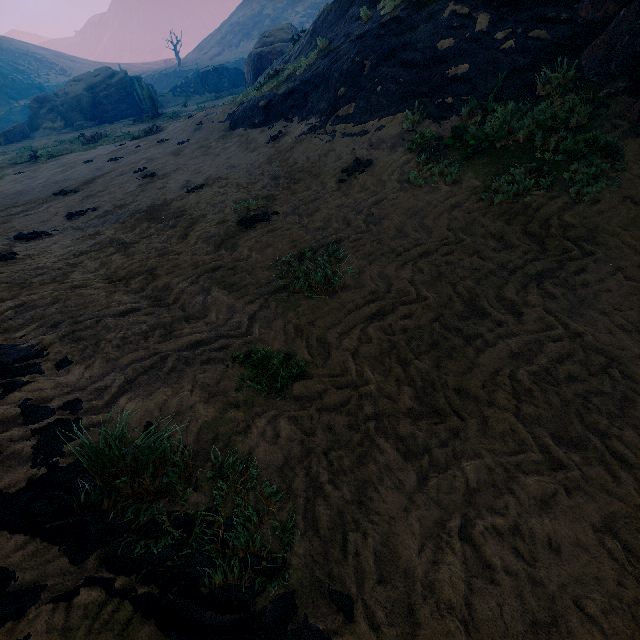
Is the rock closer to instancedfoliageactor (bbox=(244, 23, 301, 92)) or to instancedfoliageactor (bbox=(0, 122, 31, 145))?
instancedfoliageactor (bbox=(244, 23, 301, 92))

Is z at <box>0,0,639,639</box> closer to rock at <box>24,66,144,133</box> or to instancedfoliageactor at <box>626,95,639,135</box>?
instancedfoliageactor at <box>626,95,639,135</box>

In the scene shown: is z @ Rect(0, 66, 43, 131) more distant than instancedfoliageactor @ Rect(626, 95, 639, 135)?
Yes

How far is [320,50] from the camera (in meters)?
13.85

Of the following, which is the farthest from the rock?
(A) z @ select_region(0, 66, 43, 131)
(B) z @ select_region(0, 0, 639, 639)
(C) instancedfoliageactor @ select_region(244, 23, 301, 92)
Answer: (A) z @ select_region(0, 66, 43, 131)

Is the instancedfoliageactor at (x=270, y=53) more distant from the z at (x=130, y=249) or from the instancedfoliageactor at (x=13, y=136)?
the instancedfoliageactor at (x=13, y=136)

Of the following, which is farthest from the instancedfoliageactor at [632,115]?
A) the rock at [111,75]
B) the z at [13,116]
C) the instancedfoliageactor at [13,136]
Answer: the z at [13,116]

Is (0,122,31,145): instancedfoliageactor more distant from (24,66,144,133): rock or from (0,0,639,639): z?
(24,66,144,133): rock
